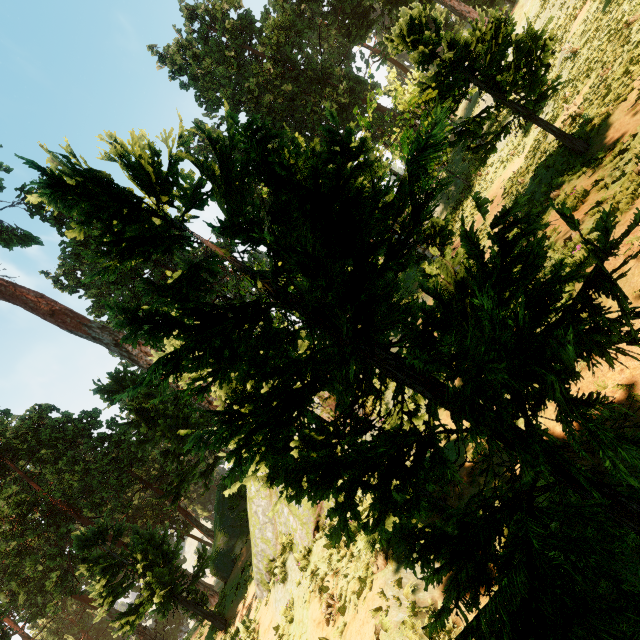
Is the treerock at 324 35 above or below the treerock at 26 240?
below

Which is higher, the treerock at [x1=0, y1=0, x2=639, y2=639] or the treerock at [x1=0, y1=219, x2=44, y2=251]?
the treerock at [x1=0, y1=219, x2=44, y2=251]

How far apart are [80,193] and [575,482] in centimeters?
423cm

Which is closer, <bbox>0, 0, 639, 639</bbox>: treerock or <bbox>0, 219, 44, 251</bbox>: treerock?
<bbox>0, 0, 639, 639</bbox>: treerock

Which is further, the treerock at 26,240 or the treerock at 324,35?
the treerock at 26,240
